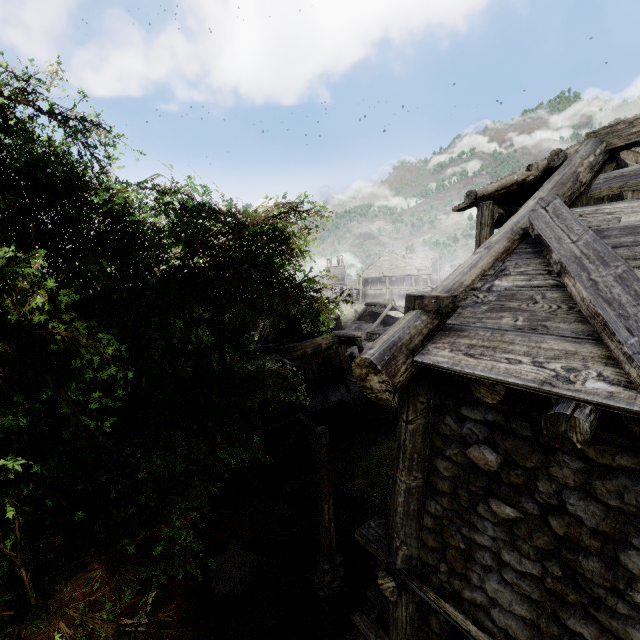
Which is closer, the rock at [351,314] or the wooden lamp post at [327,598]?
the wooden lamp post at [327,598]

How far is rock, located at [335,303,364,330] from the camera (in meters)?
53.12

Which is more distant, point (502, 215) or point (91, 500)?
point (502, 215)

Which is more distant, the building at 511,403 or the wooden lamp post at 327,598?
the wooden lamp post at 327,598

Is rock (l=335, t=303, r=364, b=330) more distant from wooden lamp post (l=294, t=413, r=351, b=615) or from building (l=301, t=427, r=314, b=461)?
wooden lamp post (l=294, t=413, r=351, b=615)

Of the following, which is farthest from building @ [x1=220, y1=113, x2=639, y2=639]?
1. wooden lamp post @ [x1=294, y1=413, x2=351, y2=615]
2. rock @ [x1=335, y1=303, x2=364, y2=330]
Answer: wooden lamp post @ [x1=294, y1=413, x2=351, y2=615]

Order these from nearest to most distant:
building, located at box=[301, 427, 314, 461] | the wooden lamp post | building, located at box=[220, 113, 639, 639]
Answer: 1. building, located at box=[220, 113, 639, 639]
2. the wooden lamp post
3. building, located at box=[301, 427, 314, 461]
